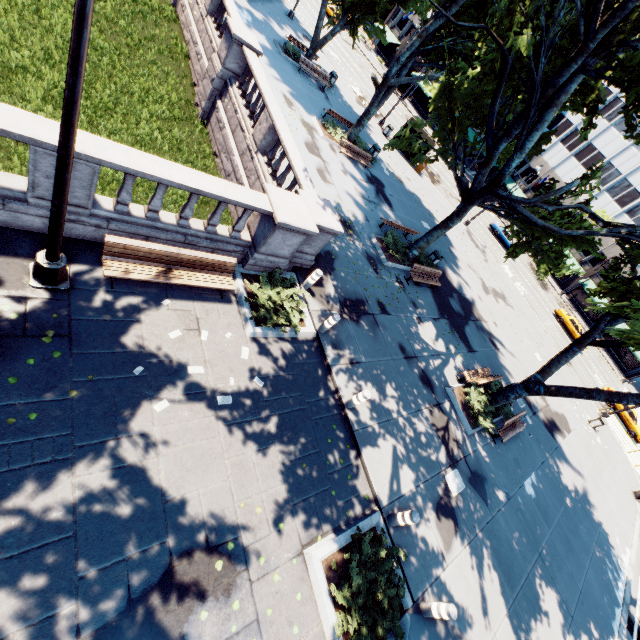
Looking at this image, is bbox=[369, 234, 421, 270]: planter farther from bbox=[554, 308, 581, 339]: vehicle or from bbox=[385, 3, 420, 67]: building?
bbox=[385, 3, 420, 67]: building

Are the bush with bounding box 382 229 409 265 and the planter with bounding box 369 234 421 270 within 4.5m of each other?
yes

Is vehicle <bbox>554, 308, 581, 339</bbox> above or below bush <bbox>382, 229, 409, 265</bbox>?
above

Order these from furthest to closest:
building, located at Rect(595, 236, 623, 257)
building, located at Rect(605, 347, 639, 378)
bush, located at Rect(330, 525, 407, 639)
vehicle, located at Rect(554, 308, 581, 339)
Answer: building, located at Rect(595, 236, 623, 257), building, located at Rect(605, 347, 639, 378), vehicle, located at Rect(554, 308, 581, 339), bush, located at Rect(330, 525, 407, 639)

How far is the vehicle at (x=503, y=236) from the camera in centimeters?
3891cm

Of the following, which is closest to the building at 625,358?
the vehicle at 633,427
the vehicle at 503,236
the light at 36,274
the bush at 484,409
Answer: the vehicle at 503,236

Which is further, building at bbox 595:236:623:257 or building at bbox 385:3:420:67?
building at bbox 385:3:420:67

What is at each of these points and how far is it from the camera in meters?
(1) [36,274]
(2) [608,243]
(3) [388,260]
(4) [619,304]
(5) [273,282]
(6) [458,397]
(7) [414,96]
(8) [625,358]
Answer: (1) light, 6.0 m
(2) building, 48.4 m
(3) planter, 16.1 m
(4) tree, 7.8 m
(5) bush, 9.8 m
(6) planter, 13.4 m
(7) building, 56.1 m
(8) building, 47.2 m
